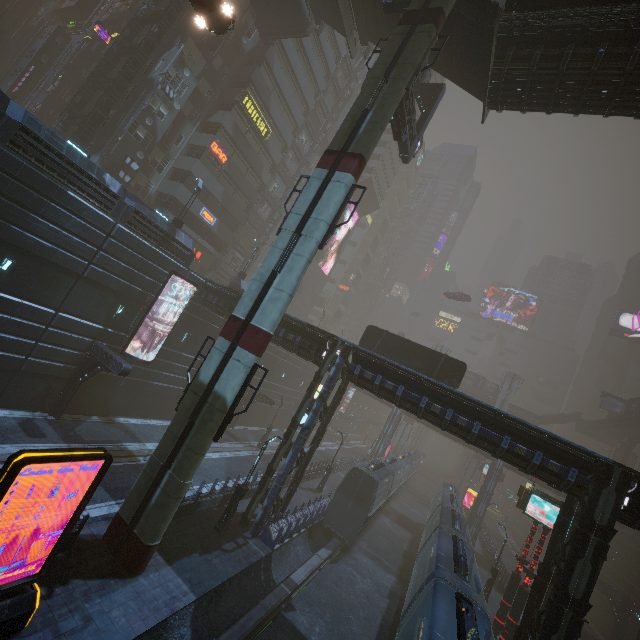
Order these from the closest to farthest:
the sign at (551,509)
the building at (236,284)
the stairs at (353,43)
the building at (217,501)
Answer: the building at (217,501)
the sign at (551,509)
the stairs at (353,43)
the building at (236,284)

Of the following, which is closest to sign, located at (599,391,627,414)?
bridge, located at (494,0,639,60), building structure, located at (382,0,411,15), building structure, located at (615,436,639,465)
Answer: building structure, located at (615,436,639,465)

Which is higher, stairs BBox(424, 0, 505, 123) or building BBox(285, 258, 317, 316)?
stairs BBox(424, 0, 505, 123)

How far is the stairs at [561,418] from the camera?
57.4 meters

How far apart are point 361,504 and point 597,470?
14.8 meters

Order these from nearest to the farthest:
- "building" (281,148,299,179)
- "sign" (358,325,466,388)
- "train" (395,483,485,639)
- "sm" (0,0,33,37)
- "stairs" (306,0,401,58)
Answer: "train" (395,483,485,639), "sign" (358,325,466,388), "stairs" (306,0,401,58), "sm" (0,0,33,37), "building" (281,148,299,179)

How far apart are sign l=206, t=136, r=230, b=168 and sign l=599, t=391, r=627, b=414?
60.50m

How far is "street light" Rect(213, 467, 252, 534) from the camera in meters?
16.6 m
